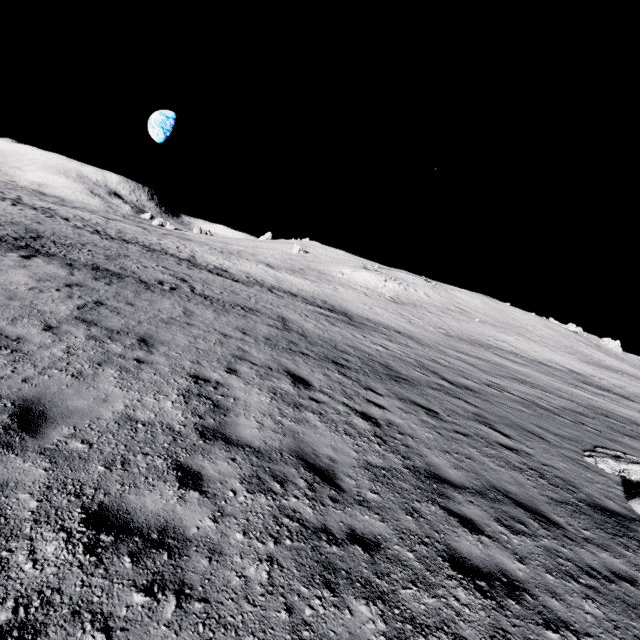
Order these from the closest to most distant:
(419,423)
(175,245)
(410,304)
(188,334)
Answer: (419,423)
(188,334)
(175,245)
(410,304)
